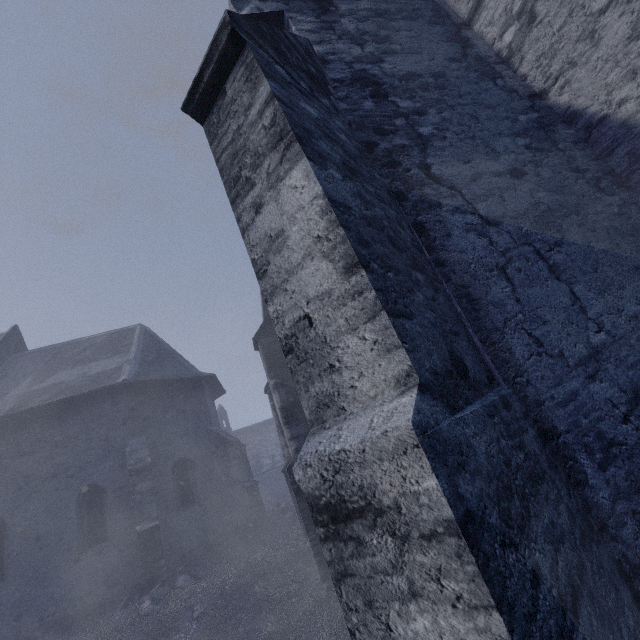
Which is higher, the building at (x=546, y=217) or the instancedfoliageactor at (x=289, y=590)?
the building at (x=546, y=217)

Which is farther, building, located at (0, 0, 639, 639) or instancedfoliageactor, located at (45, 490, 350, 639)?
instancedfoliageactor, located at (45, 490, 350, 639)

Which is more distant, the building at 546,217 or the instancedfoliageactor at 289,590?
the instancedfoliageactor at 289,590

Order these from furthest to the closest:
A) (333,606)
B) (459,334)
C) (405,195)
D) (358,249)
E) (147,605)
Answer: (147,605)
(333,606)
(405,195)
(459,334)
(358,249)

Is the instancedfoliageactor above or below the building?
below
